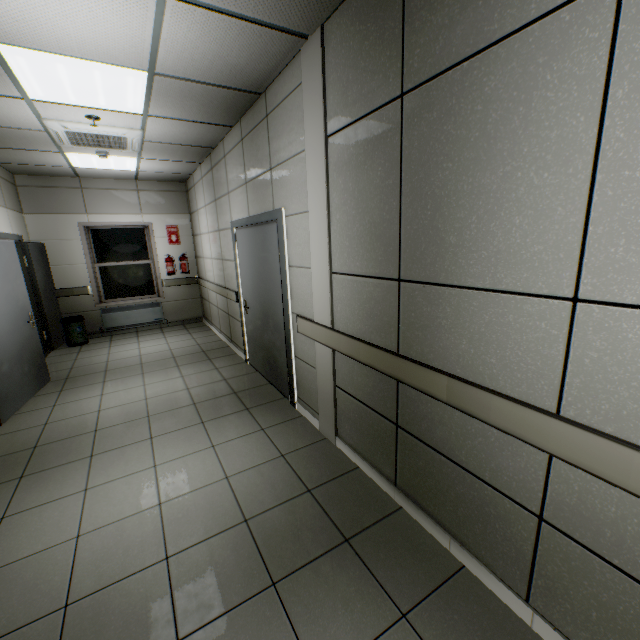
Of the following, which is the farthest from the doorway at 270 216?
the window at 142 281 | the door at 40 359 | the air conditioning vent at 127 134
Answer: the window at 142 281

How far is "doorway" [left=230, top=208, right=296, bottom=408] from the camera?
3.3 meters

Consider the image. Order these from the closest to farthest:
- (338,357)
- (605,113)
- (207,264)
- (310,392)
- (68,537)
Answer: (605,113) → (68,537) → (338,357) → (310,392) → (207,264)

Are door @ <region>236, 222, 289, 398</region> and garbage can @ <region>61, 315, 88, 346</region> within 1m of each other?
no

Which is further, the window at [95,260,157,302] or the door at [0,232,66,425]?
the window at [95,260,157,302]

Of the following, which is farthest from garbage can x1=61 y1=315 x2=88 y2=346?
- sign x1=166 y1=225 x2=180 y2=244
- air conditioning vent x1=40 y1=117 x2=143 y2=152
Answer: air conditioning vent x1=40 y1=117 x2=143 y2=152

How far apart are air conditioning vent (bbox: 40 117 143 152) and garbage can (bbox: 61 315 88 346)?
3.40m

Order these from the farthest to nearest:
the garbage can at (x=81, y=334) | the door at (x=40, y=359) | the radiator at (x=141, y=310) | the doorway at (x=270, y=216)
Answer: the radiator at (x=141, y=310)
the garbage can at (x=81, y=334)
the door at (x=40, y=359)
the doorway at (x=270, y=216)
